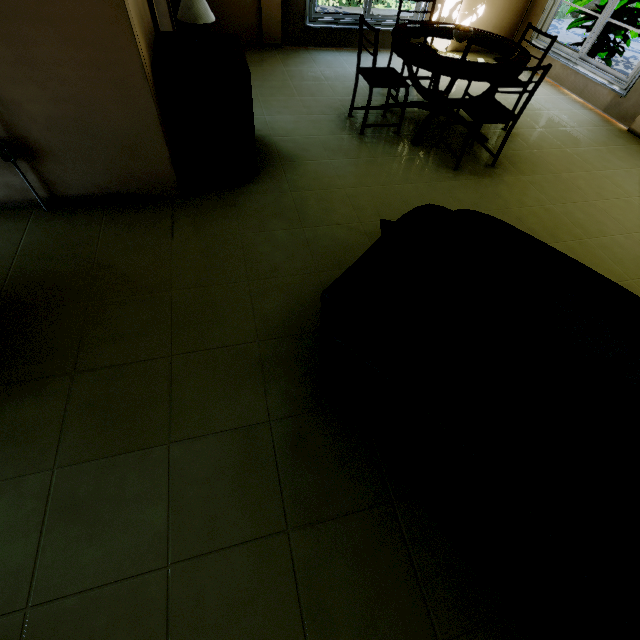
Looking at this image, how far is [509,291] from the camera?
1.28m

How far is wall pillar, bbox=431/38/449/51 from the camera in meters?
5.6 m

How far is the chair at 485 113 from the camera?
2.8 meters

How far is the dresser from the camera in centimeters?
231cm

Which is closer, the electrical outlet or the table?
the electrical outlet

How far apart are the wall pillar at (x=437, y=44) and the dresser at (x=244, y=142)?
4.5 meters

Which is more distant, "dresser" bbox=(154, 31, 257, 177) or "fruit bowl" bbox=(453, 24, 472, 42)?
"fruit bowl" bbox=(453, 24, 472, 42)

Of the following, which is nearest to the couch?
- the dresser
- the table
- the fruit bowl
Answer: the dresser
